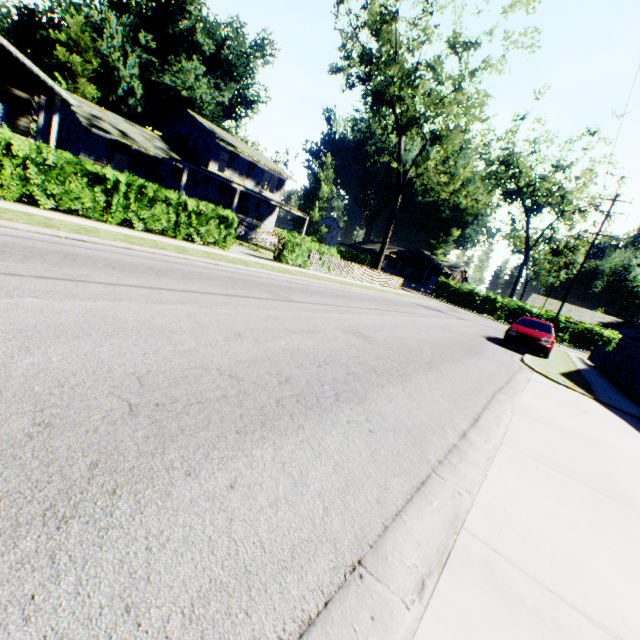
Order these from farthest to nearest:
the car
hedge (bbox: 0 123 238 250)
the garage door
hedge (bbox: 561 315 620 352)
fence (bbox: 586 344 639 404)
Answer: the garage door, hedge (bbox: 561 315 620 352), the car, fence (bbox: 586 344 639 404), hedge (bbox: 0 123 238 250)

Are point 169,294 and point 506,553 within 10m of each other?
yes

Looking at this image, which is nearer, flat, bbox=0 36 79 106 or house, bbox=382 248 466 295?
flat, bbox=0 36 79 106

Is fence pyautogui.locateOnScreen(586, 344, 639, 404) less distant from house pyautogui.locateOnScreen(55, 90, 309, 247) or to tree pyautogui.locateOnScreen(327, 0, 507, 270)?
tree pyautogui.locateOnScreen(327, 0, 507, 270)

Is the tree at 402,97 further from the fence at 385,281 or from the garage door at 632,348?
the garage door at 632,348

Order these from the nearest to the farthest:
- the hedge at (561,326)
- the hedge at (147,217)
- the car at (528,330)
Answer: the hedge at (147,217), the car at (528,330), the hedge at (561,326)

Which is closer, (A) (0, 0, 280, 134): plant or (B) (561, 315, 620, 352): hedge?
(A) (0, 0, 280, 134): plant

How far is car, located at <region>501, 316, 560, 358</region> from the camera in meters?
14.0 m
